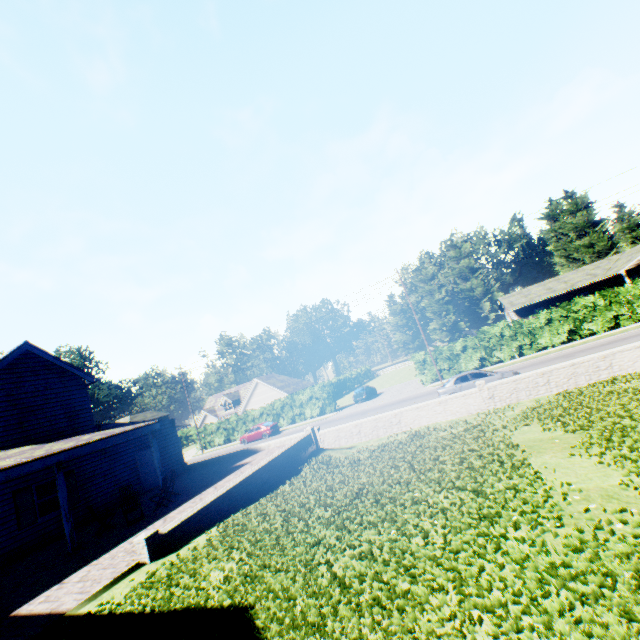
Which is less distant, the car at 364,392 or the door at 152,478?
the door at 152,478

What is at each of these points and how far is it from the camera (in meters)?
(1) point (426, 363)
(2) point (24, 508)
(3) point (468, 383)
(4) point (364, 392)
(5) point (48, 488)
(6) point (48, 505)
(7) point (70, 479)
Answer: (1) hedge, 32.84
(2) shutter, 13.95
(3) car, 19.55
(4) car, 37.06
(5) curtain, 15.16
(6) curtain, 14.90
(7) shutter, 15.73

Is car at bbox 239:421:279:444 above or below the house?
below

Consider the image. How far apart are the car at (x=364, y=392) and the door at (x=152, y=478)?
22.51m

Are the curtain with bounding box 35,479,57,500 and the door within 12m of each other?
yes

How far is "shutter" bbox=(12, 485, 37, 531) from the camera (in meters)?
13.71

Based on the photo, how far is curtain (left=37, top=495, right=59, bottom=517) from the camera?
14.62m

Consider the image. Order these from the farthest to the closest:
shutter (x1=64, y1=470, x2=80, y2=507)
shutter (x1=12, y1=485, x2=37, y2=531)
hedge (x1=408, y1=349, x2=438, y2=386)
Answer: hedge (x1=408, y1=349, x2=438, y2=386) → shutter (x1=64, y1=470, x2=80, y2=507) → shutter (x1=12, y1=485, x2=37, y2=531)
